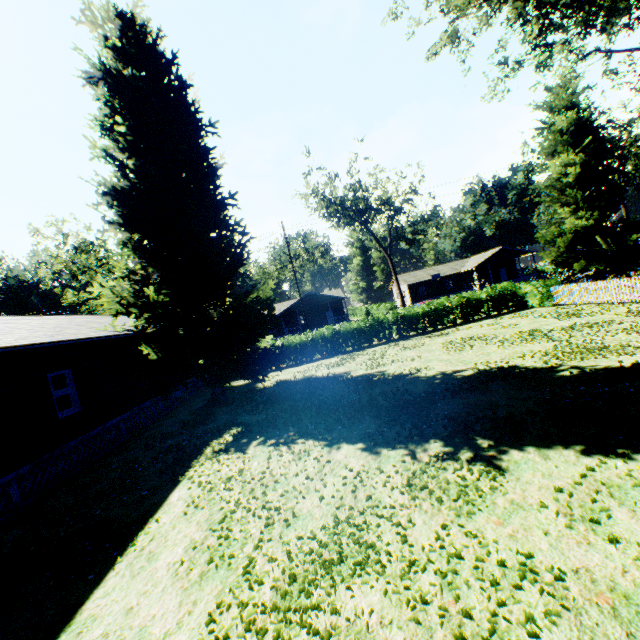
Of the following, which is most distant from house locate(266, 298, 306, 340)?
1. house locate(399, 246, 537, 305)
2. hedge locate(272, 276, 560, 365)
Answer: hedge locate(272, 276, 560, 365)

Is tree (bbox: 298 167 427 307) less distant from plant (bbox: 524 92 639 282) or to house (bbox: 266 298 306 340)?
house (bbox: 266 298 306 340)

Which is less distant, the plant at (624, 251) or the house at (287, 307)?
the plant at (624, 251)

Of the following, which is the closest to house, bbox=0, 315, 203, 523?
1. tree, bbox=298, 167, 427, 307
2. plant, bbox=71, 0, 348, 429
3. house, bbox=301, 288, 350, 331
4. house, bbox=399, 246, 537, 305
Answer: plant, bbox=71, 0, 348, 429

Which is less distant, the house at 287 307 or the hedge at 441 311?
the hedge at 441 311

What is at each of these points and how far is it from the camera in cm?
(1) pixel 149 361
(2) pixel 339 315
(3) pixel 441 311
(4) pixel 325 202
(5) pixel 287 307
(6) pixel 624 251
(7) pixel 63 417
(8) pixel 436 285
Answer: (1) plant, 1588
(2) house, 5431
(3) hedge, 2441
(4) tree, 4391
(5) house, 4853
(6) plant, 2253
(7) house, 1102
(8) house, 5800

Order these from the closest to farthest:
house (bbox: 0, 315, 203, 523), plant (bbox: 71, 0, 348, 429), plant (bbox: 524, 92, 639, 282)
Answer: house (bbox: 0, 315, 203, 523), plant (bbox: 71, 0, 348, 429), plant (bbox: 524, 92, 639, 282)
